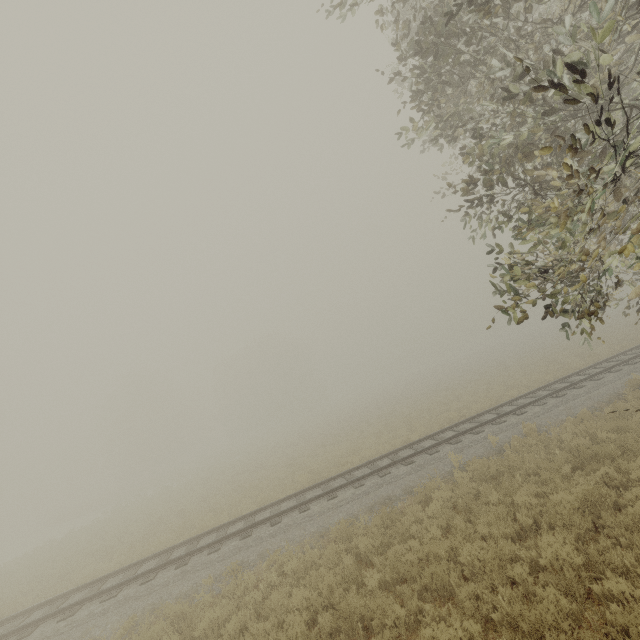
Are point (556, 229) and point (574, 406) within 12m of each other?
yes
